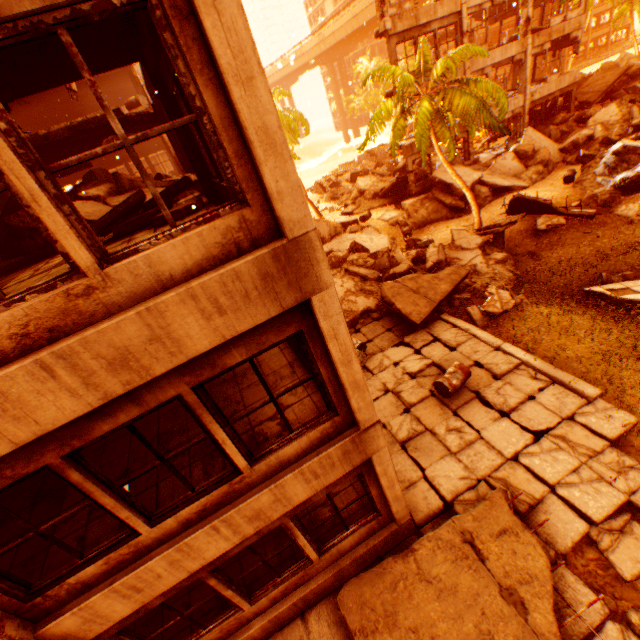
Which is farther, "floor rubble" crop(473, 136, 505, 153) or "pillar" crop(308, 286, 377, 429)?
"floor rubble" crop(473, 136, 505, 153)

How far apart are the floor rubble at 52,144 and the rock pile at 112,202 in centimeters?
91cm

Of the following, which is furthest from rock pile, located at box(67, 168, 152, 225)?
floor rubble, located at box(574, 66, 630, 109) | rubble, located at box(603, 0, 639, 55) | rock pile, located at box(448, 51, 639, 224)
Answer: floor rubble, located at box(574, 66, 630, 109)

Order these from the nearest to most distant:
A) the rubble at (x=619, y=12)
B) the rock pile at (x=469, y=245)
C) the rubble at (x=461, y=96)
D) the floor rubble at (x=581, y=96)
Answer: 1. the rubble at (x=461, y=96)
2. the rock pile at (x=469, y=245)
3. the floor rubble at (x=581, y=96)
4. the rubble at (x=619, y=12)

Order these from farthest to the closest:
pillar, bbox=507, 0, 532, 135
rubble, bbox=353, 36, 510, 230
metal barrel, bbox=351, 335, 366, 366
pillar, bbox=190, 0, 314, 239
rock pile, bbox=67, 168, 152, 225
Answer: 1. pillar, bbox=507, 0, 532, 135
2. rubble, bbox=353, 36, 510, 230
3. metal barrel, bbox=351, 335, 366, 366
4. rock pile, bbox=67, 168, 152, 225
5. pillar, bbox=190, 0, 314, 239

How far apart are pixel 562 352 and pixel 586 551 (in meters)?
5.08

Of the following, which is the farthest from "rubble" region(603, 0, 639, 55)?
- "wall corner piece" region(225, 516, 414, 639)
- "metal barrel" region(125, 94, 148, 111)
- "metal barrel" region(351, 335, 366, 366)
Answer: "wall corner piece" region(225, 516, 414, 639)

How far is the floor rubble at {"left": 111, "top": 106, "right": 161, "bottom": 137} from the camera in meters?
10.0 m
